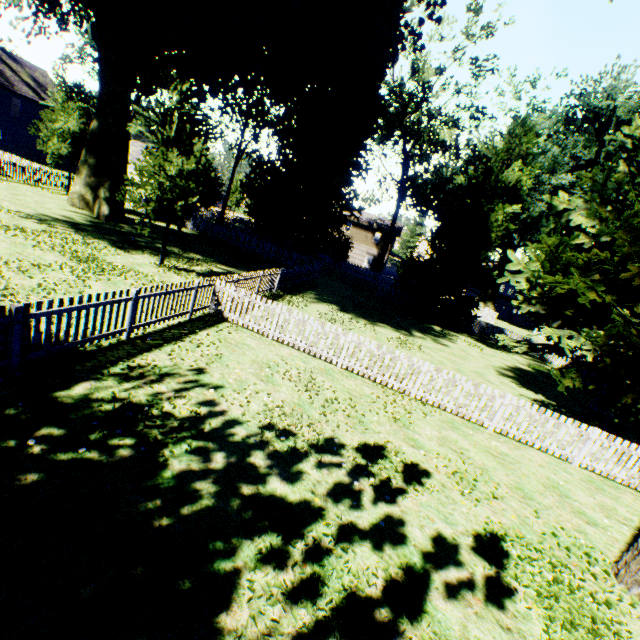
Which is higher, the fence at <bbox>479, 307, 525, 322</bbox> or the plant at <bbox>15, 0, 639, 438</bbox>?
the plant at <bbox>15, 0, 639, 438</bbox>

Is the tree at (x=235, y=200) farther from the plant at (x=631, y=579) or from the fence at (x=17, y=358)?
the plant at (x=631, y=579)

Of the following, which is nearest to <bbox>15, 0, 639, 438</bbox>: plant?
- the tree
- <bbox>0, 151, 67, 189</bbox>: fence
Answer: <bbox>0, 151, 67, 189</bbox>: fence

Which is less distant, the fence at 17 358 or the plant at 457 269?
the fence at 17 358

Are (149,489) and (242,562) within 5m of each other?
yes

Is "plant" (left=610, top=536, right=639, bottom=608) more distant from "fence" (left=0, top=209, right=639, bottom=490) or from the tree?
the tree

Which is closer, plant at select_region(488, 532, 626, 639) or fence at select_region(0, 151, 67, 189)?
plant at select_region(488, 532, 626, 639)
